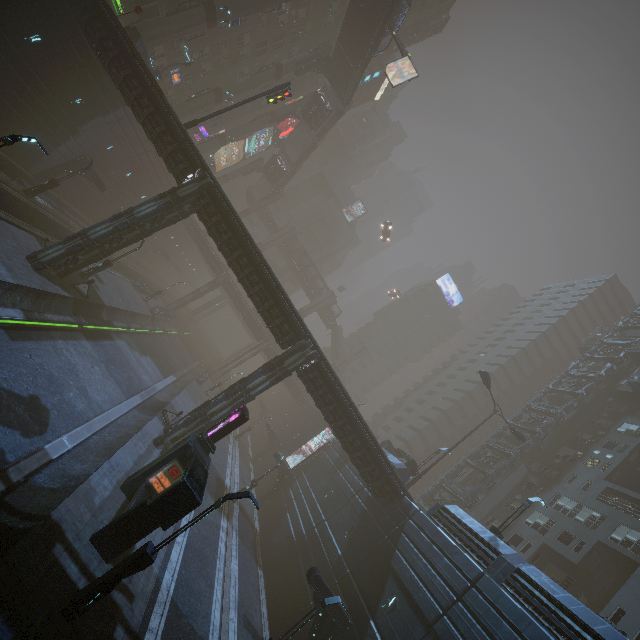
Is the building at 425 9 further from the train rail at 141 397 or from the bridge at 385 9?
the bridge at 385 9

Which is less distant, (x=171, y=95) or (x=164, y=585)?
(x=164, y=585)

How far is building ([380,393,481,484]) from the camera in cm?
3209

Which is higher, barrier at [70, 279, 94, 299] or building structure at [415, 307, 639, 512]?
building structure at [415, 307, 639, 512]

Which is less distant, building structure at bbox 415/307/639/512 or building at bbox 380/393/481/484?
building at bbox 380/393/481/484

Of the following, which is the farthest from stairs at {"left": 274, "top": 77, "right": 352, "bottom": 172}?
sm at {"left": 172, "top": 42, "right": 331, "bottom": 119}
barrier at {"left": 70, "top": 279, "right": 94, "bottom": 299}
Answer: barrier at {"left": 70, "top": 279, "right": 94, "bottom": 299}

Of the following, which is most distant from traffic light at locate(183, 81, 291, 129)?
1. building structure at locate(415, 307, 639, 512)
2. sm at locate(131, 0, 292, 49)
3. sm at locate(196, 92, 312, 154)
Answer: building structure at locate(415, 307, 639, 512)

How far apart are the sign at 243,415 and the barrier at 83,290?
13.77m
